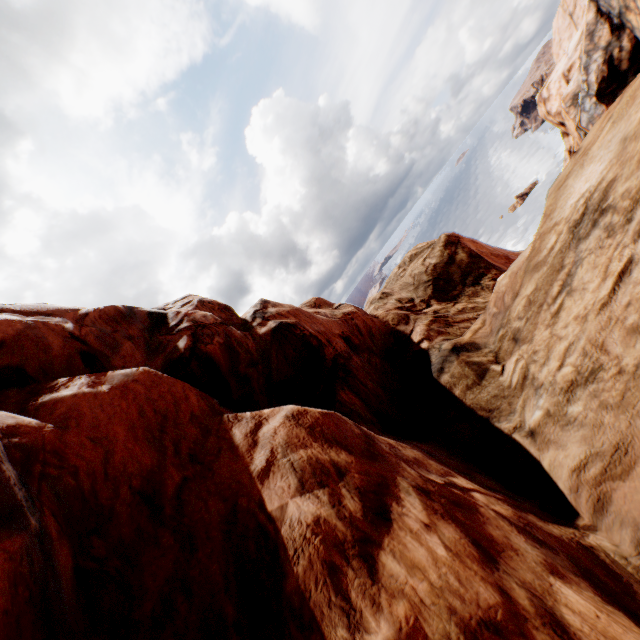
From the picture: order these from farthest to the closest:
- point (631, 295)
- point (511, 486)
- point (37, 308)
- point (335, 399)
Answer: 1. point (335, 399)
2. point (37, 308)
3. point (511, 486)
4. point (631, 295)
